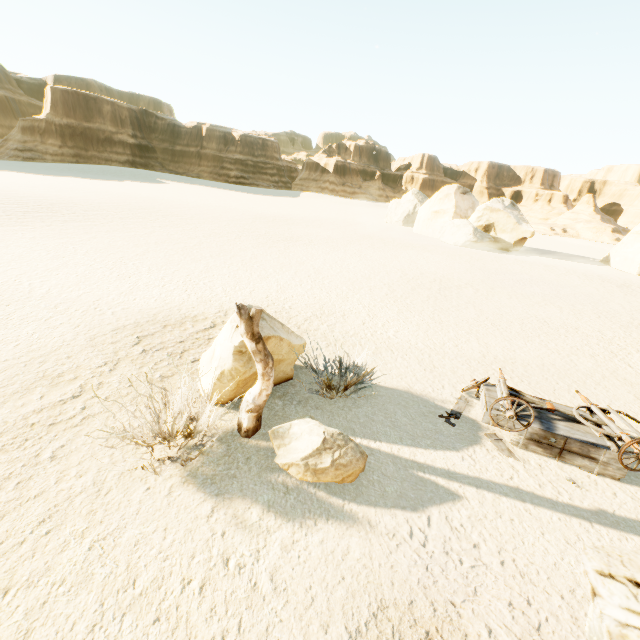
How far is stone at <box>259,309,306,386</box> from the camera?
6.20m

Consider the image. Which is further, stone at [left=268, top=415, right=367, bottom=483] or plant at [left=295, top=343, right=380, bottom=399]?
plant at [left=295, top=343, right=380, bottom=399]

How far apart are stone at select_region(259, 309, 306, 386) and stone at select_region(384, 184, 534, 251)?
31.8 meters

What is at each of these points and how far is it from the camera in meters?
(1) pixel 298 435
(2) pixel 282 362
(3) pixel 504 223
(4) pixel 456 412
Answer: (1) stone, 5.0 m
(2) stone, 6.7 m
(3) stone, 31.3 m
(4) wagon, 6.8 m

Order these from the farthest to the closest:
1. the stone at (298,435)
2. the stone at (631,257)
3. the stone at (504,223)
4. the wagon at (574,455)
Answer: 1. the stone at (504,223)
2. the stone at (631,257)
3. the wagon at (574,455)
4. the stone at (298,435)

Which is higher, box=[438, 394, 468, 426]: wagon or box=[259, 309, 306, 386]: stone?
box=[259, 309, 306, 386]: stone

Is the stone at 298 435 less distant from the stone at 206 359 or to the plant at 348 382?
the plant at 348 382

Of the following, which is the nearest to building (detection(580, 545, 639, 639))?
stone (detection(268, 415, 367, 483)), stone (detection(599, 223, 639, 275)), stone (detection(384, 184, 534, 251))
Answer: stone (detection(268, 415, 367, 483))
